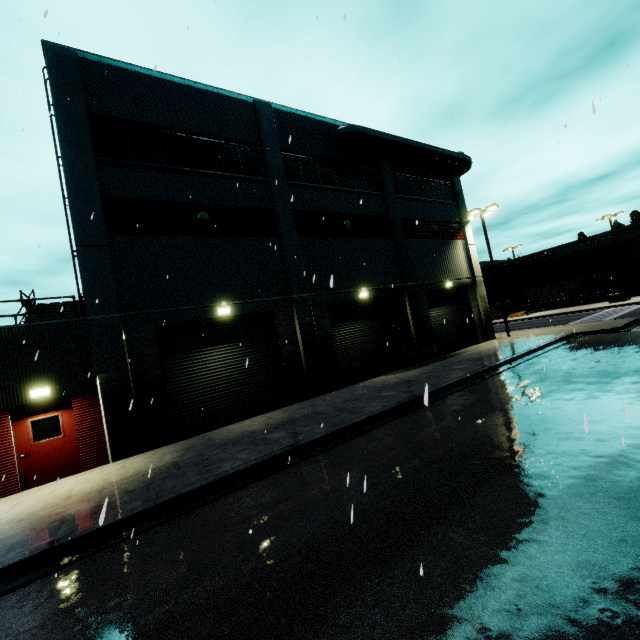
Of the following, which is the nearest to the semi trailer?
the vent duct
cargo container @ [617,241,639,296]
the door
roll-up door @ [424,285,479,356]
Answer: cargo container @ [617,241,639,296]

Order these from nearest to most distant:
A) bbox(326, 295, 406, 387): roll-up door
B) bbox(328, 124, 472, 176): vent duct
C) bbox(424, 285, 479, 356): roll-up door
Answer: bbox(326, 295, 406, 387): roll-up door
bbox(328, 124, 472, 176): vent duct
bbox(424, 285, 479, 356): roll-up door

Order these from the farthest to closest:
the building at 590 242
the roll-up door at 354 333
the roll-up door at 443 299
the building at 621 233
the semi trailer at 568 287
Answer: the building at 590 242 → the building at 621 233 → the semi trailer at 568 287 → the roll-up door at 443 299 → the roll-up door at 354 333

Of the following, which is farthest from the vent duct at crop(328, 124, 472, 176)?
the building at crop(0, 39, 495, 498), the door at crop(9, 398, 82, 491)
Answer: the door at crop(9, 398, 82, 491)

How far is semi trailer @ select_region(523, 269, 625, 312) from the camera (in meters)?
43.41

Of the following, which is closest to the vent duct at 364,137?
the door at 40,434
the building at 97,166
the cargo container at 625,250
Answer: the building at 97,166

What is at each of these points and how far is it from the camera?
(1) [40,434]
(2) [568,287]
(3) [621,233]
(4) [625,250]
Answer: (1) door, 10.0m
(2) semi trailer, 47.6m
(3) building, 53.3m
(4) cargo container, 47.0m

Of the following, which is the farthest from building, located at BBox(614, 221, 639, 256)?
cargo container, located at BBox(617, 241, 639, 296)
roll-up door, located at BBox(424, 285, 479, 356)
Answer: cargo container, located at BBox(617, 241, 639, 296)
